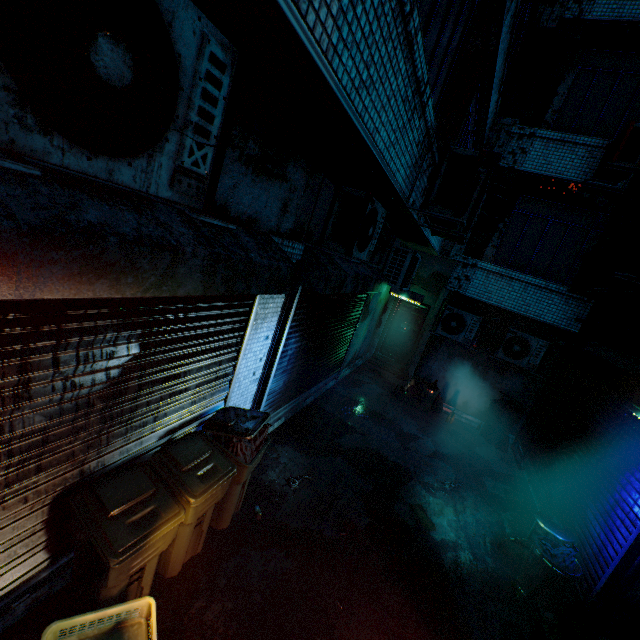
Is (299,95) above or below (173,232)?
above

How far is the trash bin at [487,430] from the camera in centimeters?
724cm

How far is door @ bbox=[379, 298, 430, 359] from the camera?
10.25m

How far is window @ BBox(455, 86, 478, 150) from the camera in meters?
5.6 m

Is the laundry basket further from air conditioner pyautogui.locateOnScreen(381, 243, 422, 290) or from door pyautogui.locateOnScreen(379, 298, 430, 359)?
door pyautogui.locateOnScreen(379, 298, 430, 359)

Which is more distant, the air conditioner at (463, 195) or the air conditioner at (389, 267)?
the air conditioner at (389, 267)

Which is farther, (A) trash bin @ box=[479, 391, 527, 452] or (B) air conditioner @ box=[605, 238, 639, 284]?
(A) trash bin @ box=[479, 391, 527, 452]

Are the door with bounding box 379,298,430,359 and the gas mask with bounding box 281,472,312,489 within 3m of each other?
no
